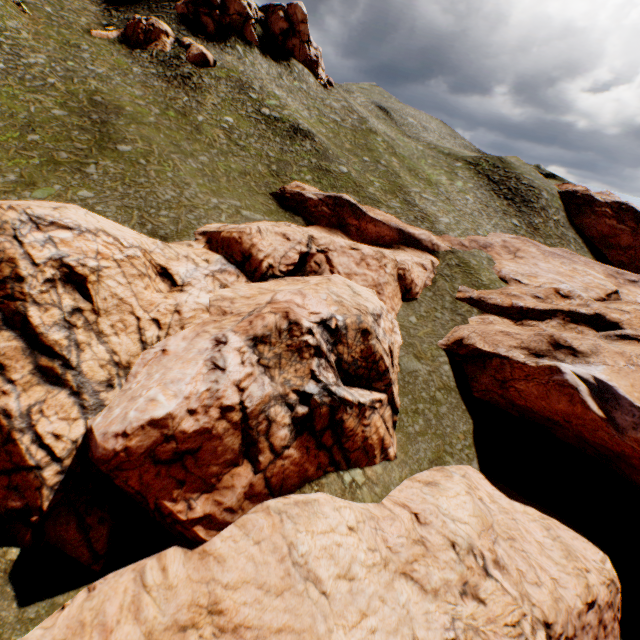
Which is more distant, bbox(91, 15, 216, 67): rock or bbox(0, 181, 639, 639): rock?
bbox(91, 15, 216, 67): rock

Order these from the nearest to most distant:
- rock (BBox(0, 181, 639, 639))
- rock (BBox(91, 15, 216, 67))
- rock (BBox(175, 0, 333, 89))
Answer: rock (BBox(0, 181, 639, 639)) → rock (BBox(91, 15, 216, 67)) → rock (BBox(175, 0, 333, 89))

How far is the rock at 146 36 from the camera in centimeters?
4000cm

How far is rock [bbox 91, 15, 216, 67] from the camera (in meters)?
40.00

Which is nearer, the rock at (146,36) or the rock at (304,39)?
the rock at (146,36)

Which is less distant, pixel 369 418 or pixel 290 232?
pixel 369 418

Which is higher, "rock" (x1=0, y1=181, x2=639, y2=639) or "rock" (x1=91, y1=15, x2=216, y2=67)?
"rock" (x1=91, y1=15, x2=216, y2=67)
